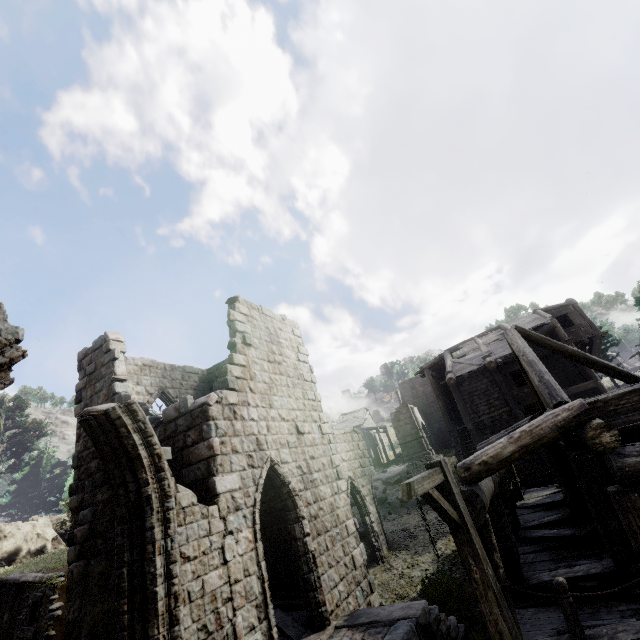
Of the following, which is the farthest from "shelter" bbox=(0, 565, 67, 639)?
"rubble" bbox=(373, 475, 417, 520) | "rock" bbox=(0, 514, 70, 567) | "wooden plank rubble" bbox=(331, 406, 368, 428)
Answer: "wooden plank rubble" bbox=(331, 406, 368, 428)

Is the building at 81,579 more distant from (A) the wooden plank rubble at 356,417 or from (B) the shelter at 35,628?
(A) the wooden plank rubble at 356,417

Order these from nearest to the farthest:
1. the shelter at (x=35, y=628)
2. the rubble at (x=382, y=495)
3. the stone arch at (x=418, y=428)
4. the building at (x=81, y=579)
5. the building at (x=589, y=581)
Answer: the building at (x=589, y=581) < the building at (x=81, y=579) < the shelter at (x=35, y=628) < the rubble at (x=382, y=495) < the stone arch at (x=418, y=428)

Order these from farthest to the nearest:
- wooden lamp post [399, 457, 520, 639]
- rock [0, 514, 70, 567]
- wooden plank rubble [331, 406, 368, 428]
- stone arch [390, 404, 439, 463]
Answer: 1. wooden plank rubble [331, 406, 368, 428]
2. stone arch [390, 404, 439, 463]
3. rock [0, 514, 70, 567]
4. wooden lamp post [399, 457, 520, 639]

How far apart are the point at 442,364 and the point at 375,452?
23.3m

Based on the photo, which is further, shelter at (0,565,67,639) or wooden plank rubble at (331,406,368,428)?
wooden plank rubble at (331,406,368,428)

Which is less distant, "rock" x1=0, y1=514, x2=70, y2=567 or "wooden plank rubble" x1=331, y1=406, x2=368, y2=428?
"rock" x1=0, y1=514, x2=70, y2=567

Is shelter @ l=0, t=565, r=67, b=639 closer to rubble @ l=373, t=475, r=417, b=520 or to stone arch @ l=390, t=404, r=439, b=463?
rubble @ l=373, t=475, r=417, b=520
